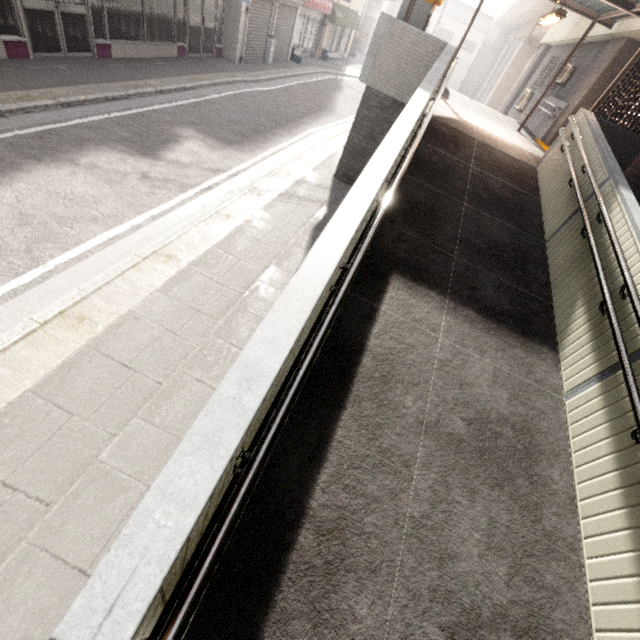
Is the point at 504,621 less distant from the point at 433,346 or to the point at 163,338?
the point at 433,346

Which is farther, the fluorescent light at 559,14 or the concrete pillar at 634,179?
the fluorescent light at 559,14

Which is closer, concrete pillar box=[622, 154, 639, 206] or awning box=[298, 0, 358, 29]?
concrete pillar box=[622, 154, 639, 206]

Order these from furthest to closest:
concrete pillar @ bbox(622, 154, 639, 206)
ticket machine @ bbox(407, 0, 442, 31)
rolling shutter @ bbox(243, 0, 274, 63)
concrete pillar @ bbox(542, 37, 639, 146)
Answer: rolling shutter @ bbox(243, 0, 274, 63)
concrete pillar @ bbox(542, 37, 639, 146)
ticket machine @ bbox(407, 0, 442, 31)
concrete pillar @ bbox(622, 154, 639, 206)

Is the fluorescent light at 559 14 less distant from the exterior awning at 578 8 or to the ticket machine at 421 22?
the exterior awning at 578 8

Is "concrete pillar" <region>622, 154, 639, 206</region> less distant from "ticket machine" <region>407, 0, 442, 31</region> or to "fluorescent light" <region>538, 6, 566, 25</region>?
"fluorescent light" <region>538, 6, 566, 25</region>

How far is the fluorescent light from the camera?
7.0m

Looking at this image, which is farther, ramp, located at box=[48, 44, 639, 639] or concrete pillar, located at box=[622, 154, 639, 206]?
concrete pillar, located at box=[622, 154, 639, 206]
